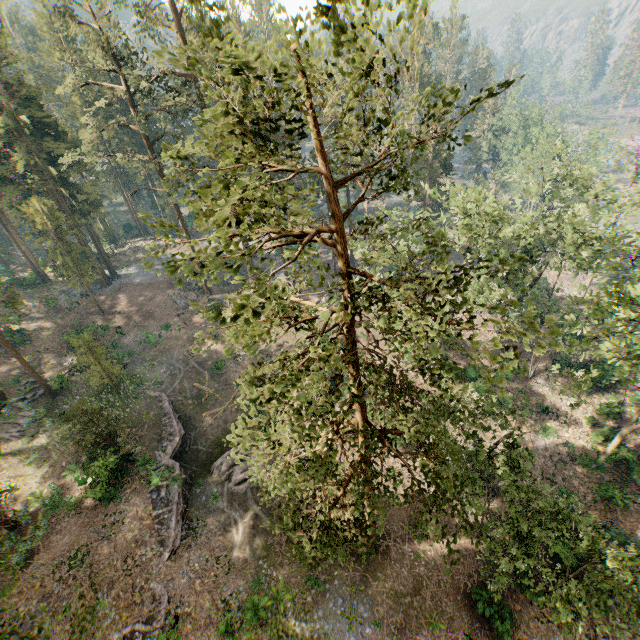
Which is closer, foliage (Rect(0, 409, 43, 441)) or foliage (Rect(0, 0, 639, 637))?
foliage (Rect(0, 0, 639, 637))

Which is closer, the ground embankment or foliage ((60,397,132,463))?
the ground embankment

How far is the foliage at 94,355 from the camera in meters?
29.1

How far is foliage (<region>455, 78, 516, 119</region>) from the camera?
6.0m

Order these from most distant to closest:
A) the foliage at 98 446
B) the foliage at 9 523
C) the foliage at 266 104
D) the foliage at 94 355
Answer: the foliage at 94 355
the foliage at 98 446
the foliage at 9 523
the foliage at 266 104

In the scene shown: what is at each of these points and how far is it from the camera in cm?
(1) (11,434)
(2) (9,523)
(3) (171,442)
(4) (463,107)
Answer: (1) foliage, 3056
(2) foliage, 2311
(3) ground embankment, 2845
(4) foliage, 747
